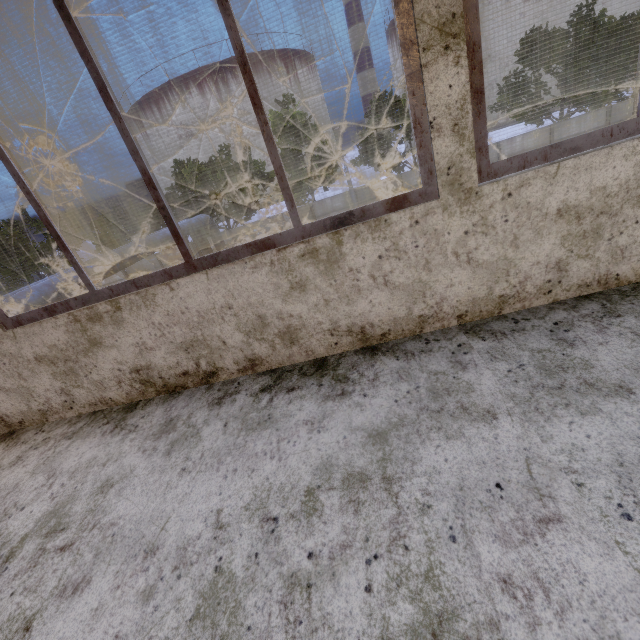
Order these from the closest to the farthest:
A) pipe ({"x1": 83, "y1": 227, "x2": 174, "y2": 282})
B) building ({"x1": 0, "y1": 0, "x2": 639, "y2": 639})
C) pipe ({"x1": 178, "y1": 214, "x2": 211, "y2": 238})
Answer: building ({"x1": 0, "y1": 0, "x2": 639, "y2": 639}) < pipe ({"x1": 83, "y1": 227, "x2": 174, "y2": 282}) < pipe ({"x1": 178, "y1": 214, "x2": 211, "y2": 238})

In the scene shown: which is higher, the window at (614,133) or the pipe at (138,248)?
the window at (614,133)

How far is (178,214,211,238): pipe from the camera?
13.85m

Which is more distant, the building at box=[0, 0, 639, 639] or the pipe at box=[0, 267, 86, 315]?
the pipe at box=[0, 267, 86, 315]

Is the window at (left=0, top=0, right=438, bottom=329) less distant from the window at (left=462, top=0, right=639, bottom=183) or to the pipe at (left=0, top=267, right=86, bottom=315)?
the window at (left=462, top=0, right=639, bottom=183)

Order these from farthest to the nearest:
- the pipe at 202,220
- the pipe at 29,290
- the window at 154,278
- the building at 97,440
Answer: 1. the pipe at 202,220
2. the pipe at 29,290
3. the window at 154,278
4. the building at 97,440

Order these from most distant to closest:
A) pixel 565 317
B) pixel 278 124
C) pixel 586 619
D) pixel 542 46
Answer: pixel 278 124
pixel 542 46
pixel 565 317
pixel 586 619
